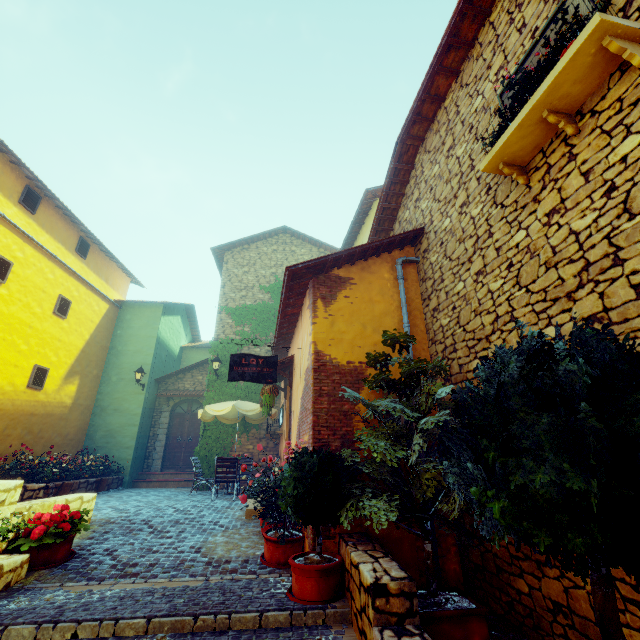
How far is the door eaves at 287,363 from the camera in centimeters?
814cm

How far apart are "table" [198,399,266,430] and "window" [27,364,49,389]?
5.0 meters

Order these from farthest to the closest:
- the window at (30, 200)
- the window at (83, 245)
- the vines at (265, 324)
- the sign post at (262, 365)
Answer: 1. the vines at (265, 324)
2. the window at (83, 245)
3. the window at (30, 200)
4. the sign post at (262, 365)

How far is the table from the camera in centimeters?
974cm

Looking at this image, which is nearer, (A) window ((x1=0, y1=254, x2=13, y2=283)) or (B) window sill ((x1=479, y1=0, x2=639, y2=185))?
(B) window sill ((x1=479, y1=0, x2=639, y2=185))

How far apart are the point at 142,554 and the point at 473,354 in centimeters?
592cm

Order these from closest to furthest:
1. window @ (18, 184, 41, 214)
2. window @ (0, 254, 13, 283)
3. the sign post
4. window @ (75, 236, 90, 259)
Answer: the sign post < window @ (0, 254, 13, 283) < window @ (18, 184, 41, 214) < window @ (75, 236, 90, 259)

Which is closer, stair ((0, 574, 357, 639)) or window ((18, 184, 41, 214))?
stair ((0, 574, 357, 639))
